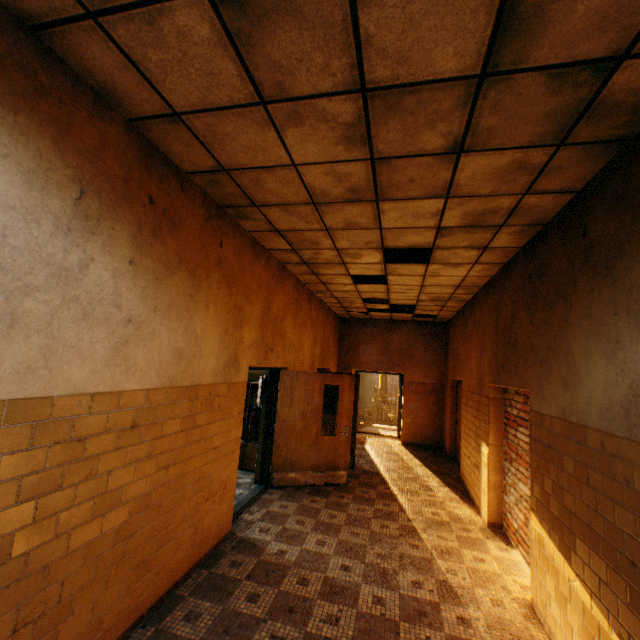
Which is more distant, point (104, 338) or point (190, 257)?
point (190, 257)

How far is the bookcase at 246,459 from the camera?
6.63m

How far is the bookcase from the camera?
6.6m
